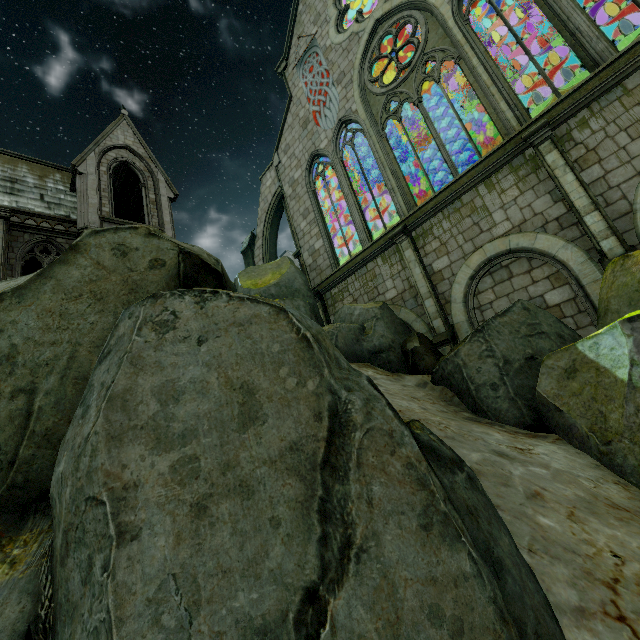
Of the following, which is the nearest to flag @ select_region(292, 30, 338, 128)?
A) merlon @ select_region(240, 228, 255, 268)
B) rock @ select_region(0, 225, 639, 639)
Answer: merlon @ select_region(240, 228, 255, 268)

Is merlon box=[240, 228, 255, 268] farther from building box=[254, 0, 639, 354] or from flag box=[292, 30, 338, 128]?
flag box=[292, 30, 338, 128]

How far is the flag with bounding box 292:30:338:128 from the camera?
16.2 meters

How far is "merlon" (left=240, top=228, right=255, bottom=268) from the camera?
20.7 meters

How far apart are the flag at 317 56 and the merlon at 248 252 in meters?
7.3

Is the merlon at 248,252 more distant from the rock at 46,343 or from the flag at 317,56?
the rock at 46,343

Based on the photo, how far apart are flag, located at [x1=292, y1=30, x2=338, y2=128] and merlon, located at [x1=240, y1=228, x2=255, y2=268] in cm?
728

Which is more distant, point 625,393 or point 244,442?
point 625,393
